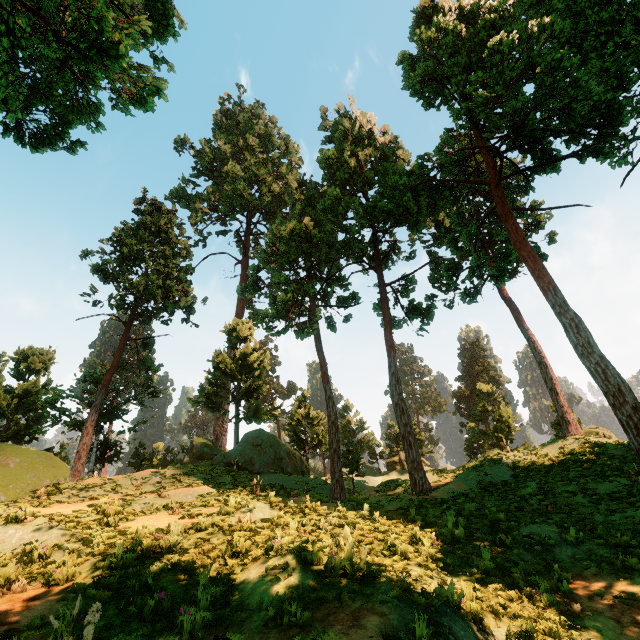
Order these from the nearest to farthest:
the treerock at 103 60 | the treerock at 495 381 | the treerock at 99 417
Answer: the treerock at 103 60 → the treerock at 99 417 → the treerock at 495 381

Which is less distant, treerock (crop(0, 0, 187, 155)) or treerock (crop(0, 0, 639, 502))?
treerock (crop(0, 0, 187, 155))

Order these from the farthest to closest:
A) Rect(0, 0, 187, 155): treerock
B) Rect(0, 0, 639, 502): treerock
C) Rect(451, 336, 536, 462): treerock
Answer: Rect(451, 336, 536, 462): treerock → Rect(0, 0, 639, 502): treerock → Rect(0, 0, 187, 155): treerock

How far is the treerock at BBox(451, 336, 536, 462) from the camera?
36.7m

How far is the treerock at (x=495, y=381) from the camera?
36.66m

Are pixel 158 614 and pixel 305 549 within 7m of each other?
yes
